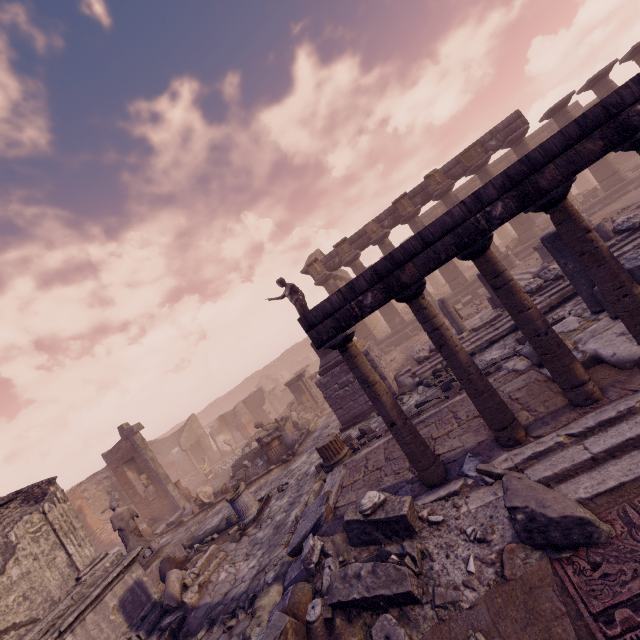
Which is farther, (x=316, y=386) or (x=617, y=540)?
(x=316, y=386)

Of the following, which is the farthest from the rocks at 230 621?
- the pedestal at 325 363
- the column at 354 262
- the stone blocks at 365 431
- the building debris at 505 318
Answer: the column at 354 262

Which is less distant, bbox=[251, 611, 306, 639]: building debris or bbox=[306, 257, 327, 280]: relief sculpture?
bbox=[251, 611, 306, 639]: building debris

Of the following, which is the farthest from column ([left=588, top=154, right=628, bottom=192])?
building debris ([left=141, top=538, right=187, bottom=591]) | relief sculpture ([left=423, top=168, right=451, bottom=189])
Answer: building debris ([left=141, top=538, right=187, bottom=591])

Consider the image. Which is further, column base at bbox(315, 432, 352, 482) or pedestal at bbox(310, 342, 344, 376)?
pedestal at bbox(310, 342, 344, 376)

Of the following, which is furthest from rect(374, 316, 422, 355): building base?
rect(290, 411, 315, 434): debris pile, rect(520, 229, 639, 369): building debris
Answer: rect(520, 229, 639, 369): building debris

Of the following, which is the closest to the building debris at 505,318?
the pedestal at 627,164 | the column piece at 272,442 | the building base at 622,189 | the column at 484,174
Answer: the building base at 622,189

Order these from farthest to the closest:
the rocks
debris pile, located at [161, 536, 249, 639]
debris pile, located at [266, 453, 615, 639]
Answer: debris pile, located at [161, 536, 249, 639]
the rocks
debris pile, located at [266, 453, 615, 639]
